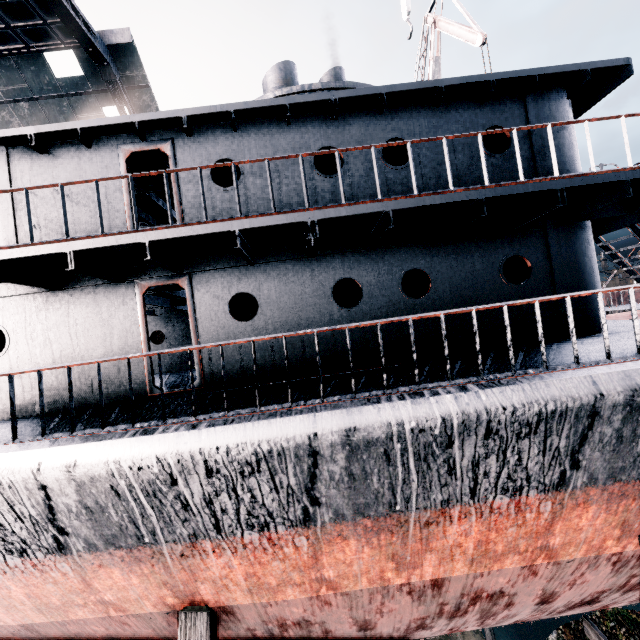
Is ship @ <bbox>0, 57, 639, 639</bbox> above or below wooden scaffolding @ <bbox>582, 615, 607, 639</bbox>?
above

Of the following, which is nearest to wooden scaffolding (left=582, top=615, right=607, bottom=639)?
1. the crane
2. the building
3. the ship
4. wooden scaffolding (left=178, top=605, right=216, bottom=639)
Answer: the ship

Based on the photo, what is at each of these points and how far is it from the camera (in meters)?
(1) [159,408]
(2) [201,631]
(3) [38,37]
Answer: (1) ship, 5.80
(2) wooden scaffolding, 5.25
(3) building, 16.92

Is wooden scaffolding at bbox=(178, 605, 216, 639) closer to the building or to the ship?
the ship

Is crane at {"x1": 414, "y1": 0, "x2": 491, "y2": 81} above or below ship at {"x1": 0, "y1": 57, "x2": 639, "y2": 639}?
above

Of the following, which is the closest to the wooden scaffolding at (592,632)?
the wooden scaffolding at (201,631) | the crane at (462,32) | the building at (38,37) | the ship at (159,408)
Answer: the ship at (159,408)

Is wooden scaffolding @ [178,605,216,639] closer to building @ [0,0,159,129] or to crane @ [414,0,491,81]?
building @ [0,0,159,129]

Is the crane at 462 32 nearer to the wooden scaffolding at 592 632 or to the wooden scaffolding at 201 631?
the wooden scaffolding at 592 632
